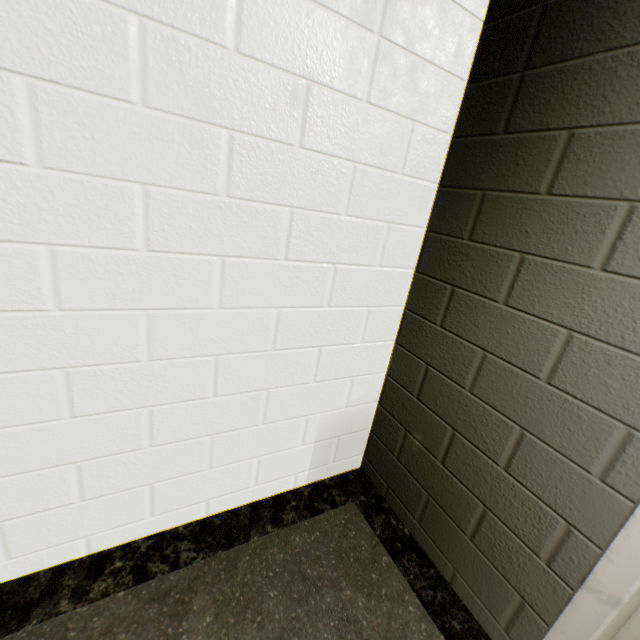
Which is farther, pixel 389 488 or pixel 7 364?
pixel 389 488
